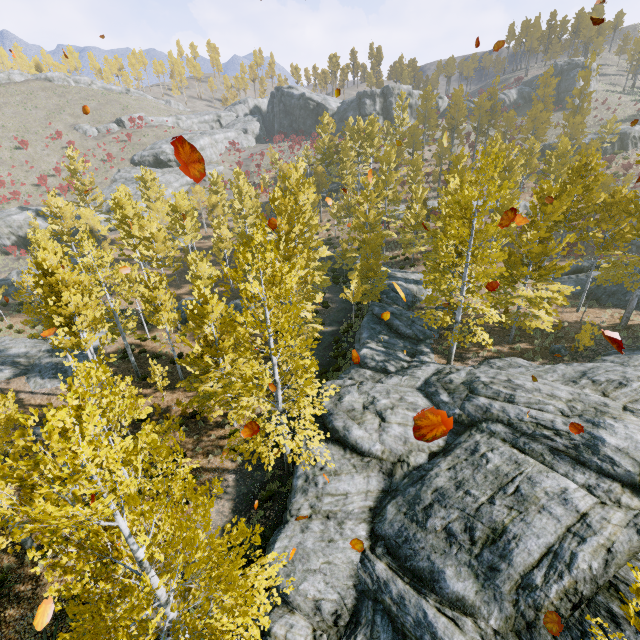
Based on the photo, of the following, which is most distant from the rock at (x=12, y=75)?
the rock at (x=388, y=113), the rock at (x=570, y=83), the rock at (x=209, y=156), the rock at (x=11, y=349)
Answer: the rock at (x=570, y=83)

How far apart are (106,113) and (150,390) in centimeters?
6203cm

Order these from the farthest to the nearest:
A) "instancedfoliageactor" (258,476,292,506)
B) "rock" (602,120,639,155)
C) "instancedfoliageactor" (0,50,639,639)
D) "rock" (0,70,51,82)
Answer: "rock" (0,70,51,82), "rock" (602,120,639,155), "instancedfoliageactor" (258,476,292,506), "instancedfoliageactor" (0,50,639,639)

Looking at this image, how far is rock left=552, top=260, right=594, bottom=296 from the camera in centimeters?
2489cm

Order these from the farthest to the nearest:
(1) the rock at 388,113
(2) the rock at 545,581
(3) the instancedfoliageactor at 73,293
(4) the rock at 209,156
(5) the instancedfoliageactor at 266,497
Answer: (1) the rock at 388,113, (4) the rock at 209,156, (5) the instancedfoliageactor at 266,497, (2) the rock at 545,581, (3) the instancedfoliageactor at 73,293

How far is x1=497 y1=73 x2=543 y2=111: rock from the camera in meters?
55.0

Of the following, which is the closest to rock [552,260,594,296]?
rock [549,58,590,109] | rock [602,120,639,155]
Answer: rock [602,120,639,155]

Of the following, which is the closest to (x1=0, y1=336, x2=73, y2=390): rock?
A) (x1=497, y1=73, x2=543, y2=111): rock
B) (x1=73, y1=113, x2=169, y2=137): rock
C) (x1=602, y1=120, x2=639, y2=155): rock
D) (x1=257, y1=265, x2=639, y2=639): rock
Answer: (x1=257, y1=265, x2=639, y2=639): rock
